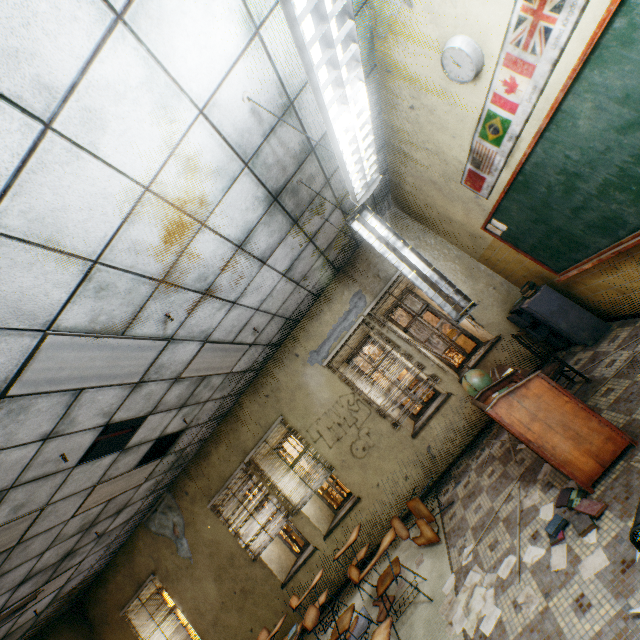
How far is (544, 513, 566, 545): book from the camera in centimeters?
263cm

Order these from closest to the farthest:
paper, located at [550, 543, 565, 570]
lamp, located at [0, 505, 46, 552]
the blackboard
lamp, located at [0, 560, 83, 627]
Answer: the blackboard
paper, located at [550, 543, 565, 570]
lamp, located at [0, 505, 46, 552]
lamp, located at [0, 560, 83, 627]

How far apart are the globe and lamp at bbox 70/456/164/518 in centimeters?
524cm

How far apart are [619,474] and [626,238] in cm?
212

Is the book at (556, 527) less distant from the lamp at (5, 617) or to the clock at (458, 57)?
the clock at (458, 57)

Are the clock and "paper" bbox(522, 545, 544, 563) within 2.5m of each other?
no

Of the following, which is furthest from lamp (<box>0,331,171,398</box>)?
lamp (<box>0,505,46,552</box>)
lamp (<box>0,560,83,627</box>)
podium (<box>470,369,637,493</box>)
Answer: lamp (<box>0,560,83,627</box>)

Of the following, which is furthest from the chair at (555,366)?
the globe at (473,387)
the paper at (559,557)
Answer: the paper at (559,557)
